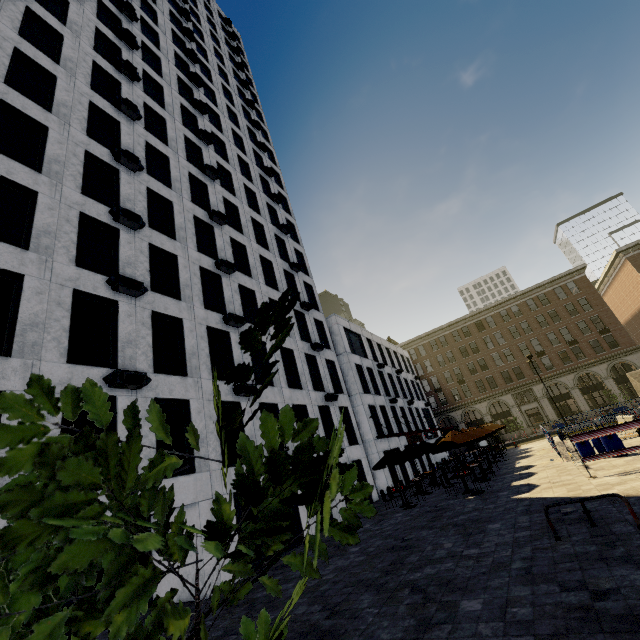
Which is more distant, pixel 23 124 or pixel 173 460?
pixel 23 124

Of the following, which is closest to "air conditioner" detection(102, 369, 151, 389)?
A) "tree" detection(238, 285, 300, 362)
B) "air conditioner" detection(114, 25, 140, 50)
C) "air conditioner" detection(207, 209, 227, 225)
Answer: "tree" detection(238, 285, 300, 362)

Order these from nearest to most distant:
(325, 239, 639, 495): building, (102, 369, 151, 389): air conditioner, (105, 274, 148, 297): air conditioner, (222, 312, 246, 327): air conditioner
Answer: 1. (102, 369, 151, 389): air conditioner
2. (105, 274, 148, 297): air conditioner
3. (222, 312, 246, 327): air conditioner
4. (325, 239, 639, 495): building

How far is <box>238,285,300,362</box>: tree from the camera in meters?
0.8

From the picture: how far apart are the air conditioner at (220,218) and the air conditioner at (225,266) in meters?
3.5 m

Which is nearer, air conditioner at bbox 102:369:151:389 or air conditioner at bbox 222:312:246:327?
air conditioner at bbox 102:369:151:389

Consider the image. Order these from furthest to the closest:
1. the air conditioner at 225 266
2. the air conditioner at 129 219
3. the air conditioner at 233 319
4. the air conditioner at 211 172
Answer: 1. the air conditioner at 211 172
2. the air conditioner at 225 266
3. the air conditioner at 233 319
4. the air conditioner at 129 219

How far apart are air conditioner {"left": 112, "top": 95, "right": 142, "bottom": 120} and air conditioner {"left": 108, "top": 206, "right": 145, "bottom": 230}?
7.9 meters
